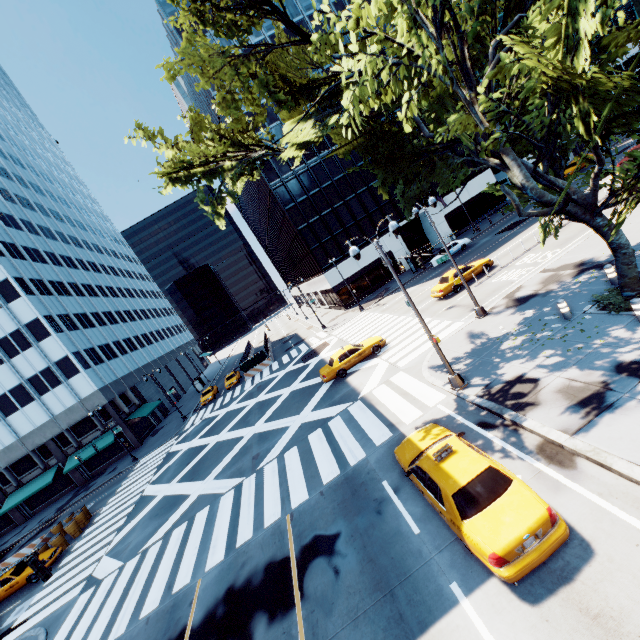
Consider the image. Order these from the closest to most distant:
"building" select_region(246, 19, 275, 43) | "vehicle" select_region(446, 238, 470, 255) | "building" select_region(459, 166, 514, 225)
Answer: "vehicle" select_region(446, 238, 470, 255) < "building" select_region(246, 19, 275, 43) < "building" select_region(459, 166, 514, 225)

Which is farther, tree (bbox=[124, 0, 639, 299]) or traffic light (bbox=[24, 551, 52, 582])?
traffic light (bbox=[24, 551, 52, 582])

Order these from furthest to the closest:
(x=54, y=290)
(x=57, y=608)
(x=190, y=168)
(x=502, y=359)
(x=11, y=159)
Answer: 1. (x=11, y=159)
2. (x=54, y=290)
3. (x=57, y=608)
4. (x=190, y=168)
5. (x=502, y=359)

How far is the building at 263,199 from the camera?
43.1 meters

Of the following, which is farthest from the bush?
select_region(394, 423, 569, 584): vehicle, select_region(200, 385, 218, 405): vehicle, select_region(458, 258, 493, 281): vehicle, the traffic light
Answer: select_region(200, 385, 218, 405): vehicle

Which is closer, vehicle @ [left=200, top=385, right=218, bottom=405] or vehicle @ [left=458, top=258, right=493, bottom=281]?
vehicle @ [left=458, top=258, right=493, bottom=281]

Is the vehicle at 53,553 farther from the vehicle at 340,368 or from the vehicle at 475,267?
the vehicle at 475,267

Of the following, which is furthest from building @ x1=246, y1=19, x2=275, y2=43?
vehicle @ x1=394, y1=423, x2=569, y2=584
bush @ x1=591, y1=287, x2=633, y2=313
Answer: vehicle @ x1=394, y1=423, x2=569, y2=584
